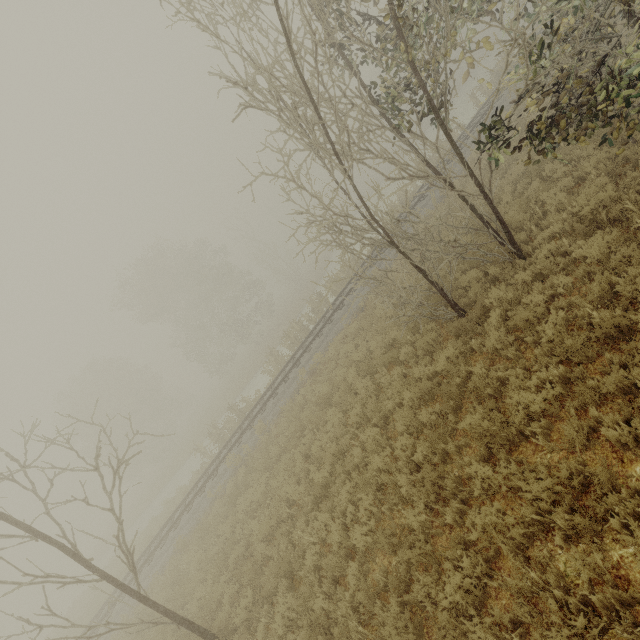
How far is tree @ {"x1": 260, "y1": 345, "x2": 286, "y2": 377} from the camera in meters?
21.2

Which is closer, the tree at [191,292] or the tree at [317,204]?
the tree at [317,204]

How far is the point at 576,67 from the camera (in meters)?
5.18

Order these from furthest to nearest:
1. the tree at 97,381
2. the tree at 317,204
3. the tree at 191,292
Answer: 1. the tree at 191,292
2. the tree at 97,381
3. the tree at 317,204

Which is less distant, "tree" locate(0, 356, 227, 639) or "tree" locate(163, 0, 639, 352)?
"tree" locate(163, 0, 639, 352)

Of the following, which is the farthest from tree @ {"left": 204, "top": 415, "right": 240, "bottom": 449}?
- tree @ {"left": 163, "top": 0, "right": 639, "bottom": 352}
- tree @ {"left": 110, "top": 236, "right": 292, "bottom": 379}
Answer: tree @ {"left": 163, "top": 0, "right": 639, "bottom": 352}

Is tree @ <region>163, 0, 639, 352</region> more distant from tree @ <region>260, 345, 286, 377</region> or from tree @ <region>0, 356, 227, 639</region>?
tree @ <region>260, 345, 286, 377</region>
